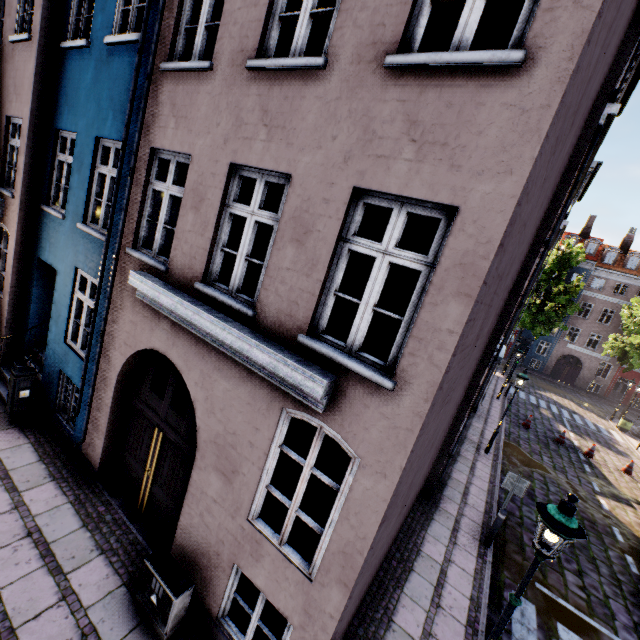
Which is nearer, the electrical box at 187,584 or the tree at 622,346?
the electrical box at 187,584

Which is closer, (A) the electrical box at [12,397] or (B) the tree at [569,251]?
(A) the electrical box at [12,397]

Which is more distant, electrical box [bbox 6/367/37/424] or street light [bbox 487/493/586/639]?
electrical box [bbox 6/367/37/424]

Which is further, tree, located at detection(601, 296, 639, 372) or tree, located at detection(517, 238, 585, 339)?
tree, located at detection(517, 238, 585, 339)

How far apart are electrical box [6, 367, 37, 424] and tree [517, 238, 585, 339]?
34.27m

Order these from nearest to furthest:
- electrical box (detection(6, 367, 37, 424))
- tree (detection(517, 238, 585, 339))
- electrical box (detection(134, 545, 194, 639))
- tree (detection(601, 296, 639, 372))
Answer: electrical box (detection(134, 545, 194, 639)), electrical box (detection(6, 367, 37, 424)), tree (detection(601, 296, 639, 372)), tree (detection(517, 238, 585, 339))

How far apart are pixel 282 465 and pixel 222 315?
5.87m

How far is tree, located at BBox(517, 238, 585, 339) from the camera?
28.0 meters
